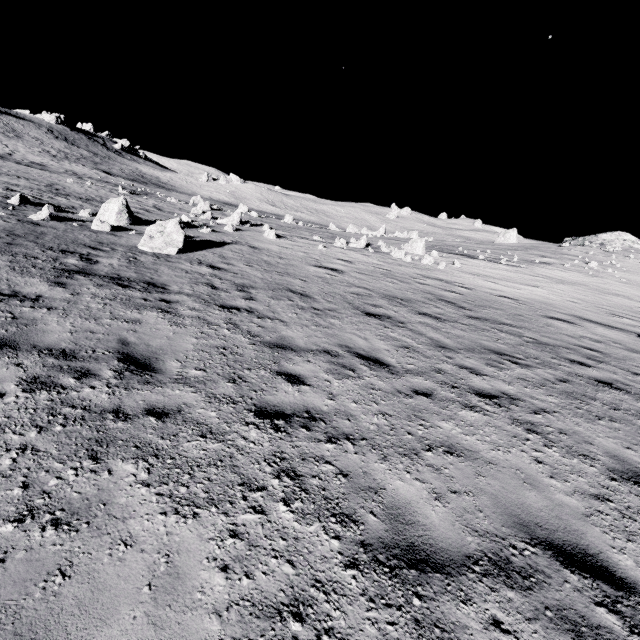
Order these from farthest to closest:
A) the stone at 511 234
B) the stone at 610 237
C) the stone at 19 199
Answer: the stone at 511 234 < the stone at 610 237 < the stone at 19 199

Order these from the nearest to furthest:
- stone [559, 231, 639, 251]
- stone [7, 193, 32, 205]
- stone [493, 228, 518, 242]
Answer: stone [7, 193, 32, 205] < stone [559, 231, 639, 251] < stone [493, 228, 518, 242]

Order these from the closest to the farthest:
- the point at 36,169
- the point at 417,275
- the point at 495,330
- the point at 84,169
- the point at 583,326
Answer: the point at 495,330
the point at 583,326
the point at 417,275
the point at 36,169
the point at 84,169

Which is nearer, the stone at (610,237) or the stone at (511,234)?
the stone at (610,237)

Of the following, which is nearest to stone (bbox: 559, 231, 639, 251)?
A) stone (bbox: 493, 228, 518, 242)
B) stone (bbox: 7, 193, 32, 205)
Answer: stone (bbox: 493, 228, 518, 242)

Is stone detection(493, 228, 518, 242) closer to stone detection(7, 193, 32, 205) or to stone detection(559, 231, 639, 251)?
stone detection(559, 231, 639, 251)

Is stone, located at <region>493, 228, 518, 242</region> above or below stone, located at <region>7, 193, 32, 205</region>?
above
